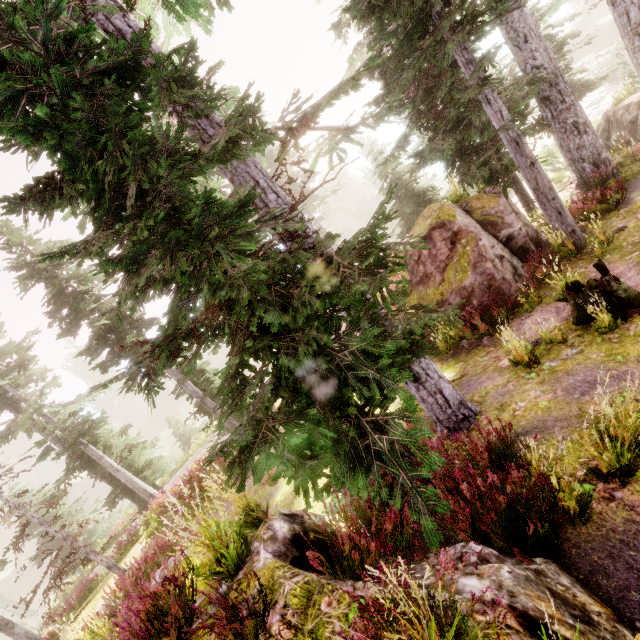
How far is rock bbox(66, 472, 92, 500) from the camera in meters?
52.2

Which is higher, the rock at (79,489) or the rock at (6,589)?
the rock at (79,489)

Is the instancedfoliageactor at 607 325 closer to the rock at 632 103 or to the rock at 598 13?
the rock at 632 103

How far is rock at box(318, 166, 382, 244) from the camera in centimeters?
4788cm

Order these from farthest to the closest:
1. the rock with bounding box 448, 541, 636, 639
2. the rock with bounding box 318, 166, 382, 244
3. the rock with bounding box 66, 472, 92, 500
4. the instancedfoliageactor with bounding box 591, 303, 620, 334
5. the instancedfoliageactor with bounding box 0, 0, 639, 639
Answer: the rock with bounding box 66, 472, 92, 500 < the rock with bounding box 318, 166, 382, 244 < the instancedfoliageactor with bounding box 591, 303, 620, 334 < the instancedfoliageactor with bounding box 0, 0, 639, 639 < the rock with bounding box 448, 541, 636, 639

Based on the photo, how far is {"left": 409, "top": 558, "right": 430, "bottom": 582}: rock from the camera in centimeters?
340cm

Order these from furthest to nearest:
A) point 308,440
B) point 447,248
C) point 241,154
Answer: point 447,248
point 241,154
point 308,440

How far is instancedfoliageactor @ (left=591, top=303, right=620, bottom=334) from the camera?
6.4 meters
